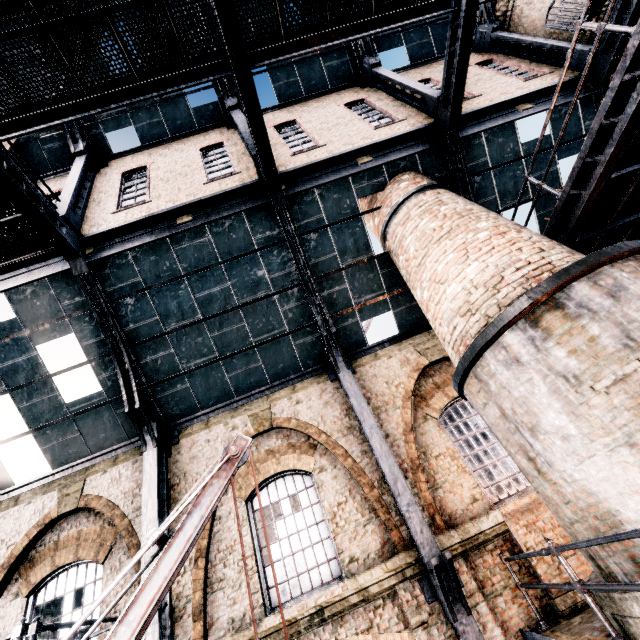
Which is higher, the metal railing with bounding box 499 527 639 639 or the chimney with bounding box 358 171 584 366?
the chimney with bounding box 358 171 584 366

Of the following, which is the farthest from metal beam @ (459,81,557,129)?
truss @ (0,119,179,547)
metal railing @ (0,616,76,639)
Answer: metal railing @ (0,616,76,639)

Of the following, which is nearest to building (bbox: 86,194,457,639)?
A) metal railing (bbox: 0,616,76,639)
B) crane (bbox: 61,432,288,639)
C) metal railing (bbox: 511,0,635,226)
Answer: metal railing (bbox: 0,616,76,639)

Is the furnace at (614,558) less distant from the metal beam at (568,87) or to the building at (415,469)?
the building at (415,469)

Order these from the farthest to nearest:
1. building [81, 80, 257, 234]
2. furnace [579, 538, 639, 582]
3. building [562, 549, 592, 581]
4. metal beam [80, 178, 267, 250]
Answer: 1. building [81, 80, 257, 234]
2. metal beam [80, 178, 267, 250]
3. building [562, 549, 592, 581]
4. furnace [579, 538, 639, 582]

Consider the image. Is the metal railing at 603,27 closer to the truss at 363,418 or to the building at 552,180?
the building at 552,180

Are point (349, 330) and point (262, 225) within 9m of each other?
yes

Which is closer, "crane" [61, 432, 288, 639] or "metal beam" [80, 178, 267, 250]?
"crane" [61, 432, 288, 639]
